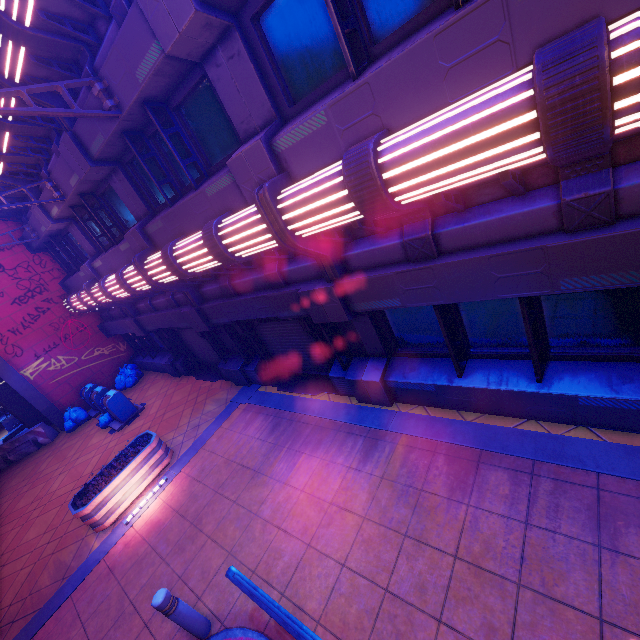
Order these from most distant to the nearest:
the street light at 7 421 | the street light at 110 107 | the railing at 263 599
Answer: the street light at 7 421 → the street light at 110 107 → the railing at 263 599

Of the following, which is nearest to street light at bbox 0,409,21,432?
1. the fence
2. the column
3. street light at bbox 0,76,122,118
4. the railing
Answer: the fence

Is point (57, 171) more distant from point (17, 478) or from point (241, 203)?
point (17, 478)

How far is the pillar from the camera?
9.6 meters

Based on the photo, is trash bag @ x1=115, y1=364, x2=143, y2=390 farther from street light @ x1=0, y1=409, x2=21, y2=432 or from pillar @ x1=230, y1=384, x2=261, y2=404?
pillar @ x1=230, y1=384, x2=261, y2=404

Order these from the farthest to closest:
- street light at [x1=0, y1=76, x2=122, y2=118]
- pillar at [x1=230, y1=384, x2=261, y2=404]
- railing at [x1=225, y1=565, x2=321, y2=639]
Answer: pillar at [x1=230, y1=384, x2=261, y2=404] < street light at [x1=0, y1=76, x2=122, y2=118] < railing at [x1=225, y1=565, x2=321, y2=639]

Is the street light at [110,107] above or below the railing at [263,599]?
above

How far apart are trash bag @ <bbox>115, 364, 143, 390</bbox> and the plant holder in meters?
7.1
